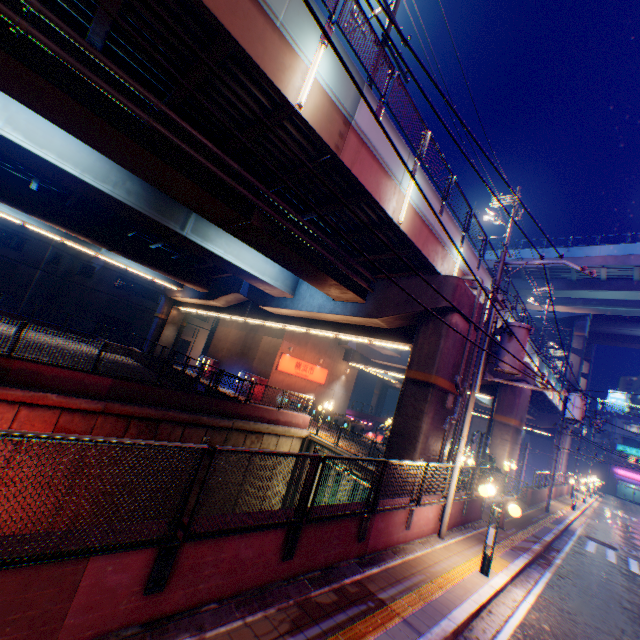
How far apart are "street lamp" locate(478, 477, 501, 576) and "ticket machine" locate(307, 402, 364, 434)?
17.1m

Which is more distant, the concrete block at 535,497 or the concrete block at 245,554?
the concrete block at 535,497

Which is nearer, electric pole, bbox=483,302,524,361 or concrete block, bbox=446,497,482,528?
electric pole, bbox=483,302,524,361

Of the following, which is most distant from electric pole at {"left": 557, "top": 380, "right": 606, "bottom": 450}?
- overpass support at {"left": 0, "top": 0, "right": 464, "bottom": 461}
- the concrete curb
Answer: overpass support at {"left": 0, "top": 0, "right": 464, "bottom": 461}

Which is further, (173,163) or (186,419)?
(186,419)

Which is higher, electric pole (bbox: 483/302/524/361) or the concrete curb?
electric pole (bbox: 483/302/524/361)

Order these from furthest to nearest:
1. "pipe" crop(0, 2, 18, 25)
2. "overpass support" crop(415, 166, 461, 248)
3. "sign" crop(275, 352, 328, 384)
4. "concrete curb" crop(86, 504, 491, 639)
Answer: "sign" crop(275, 352, 328, 384)
"overpass support" crop(415, 166, 461, 248)
"pipe" crop(0, 2, 18, 25)
"concrete curb" crop(86, 504, 491, 639)

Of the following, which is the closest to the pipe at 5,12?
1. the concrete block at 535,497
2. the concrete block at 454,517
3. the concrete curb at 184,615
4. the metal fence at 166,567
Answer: the metal fence at 166,567
